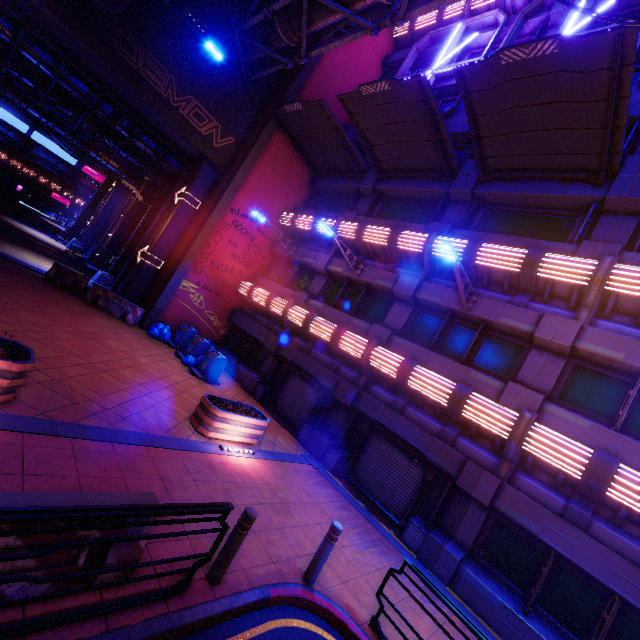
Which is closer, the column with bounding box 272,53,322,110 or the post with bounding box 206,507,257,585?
the post with bounding box 206,507,257,585

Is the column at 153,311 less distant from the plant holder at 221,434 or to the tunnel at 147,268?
the tunnel at 147,268

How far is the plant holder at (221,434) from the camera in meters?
8.5 m

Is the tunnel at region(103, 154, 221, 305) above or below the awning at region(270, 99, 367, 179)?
below

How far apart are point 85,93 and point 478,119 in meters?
18.3

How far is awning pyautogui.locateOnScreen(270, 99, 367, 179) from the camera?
14.5 meters

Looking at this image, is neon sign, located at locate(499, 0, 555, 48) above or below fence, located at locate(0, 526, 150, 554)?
above

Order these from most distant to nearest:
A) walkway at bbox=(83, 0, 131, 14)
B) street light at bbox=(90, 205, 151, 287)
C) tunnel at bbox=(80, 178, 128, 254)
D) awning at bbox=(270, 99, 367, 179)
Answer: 1. tunnel at bbox=(80, 178, 128, 254)
2. street light at bbox=(90, 205, 151, 287)
3. awning at bbox=(270, 99, 367, 179)
4. walkway at bbox=(83, 0, 131, 14)
